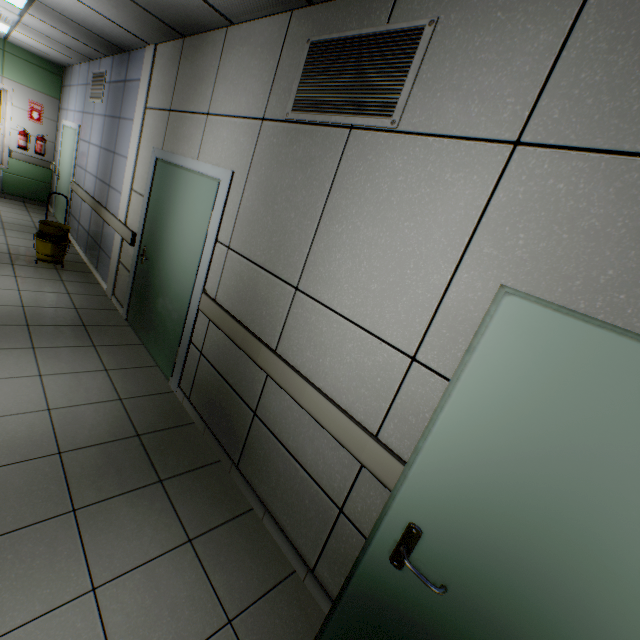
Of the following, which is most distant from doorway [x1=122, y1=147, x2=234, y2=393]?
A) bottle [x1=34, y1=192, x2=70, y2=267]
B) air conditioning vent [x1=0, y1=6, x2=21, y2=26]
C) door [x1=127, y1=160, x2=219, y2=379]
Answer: air conditioning vent [x1=0, y1=6, x2=21, y2=26]

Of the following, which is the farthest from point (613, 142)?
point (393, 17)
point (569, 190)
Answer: point (393, 17)

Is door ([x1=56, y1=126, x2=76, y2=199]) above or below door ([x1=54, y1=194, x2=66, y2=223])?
above

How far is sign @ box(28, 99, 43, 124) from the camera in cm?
744

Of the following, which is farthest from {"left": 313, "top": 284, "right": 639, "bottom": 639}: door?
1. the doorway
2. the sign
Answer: the sign

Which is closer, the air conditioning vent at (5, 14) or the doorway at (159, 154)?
the doorway at (159, 154)

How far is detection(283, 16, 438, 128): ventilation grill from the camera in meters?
1.6 m

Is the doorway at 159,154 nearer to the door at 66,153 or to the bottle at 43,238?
the bottle at 43,238
